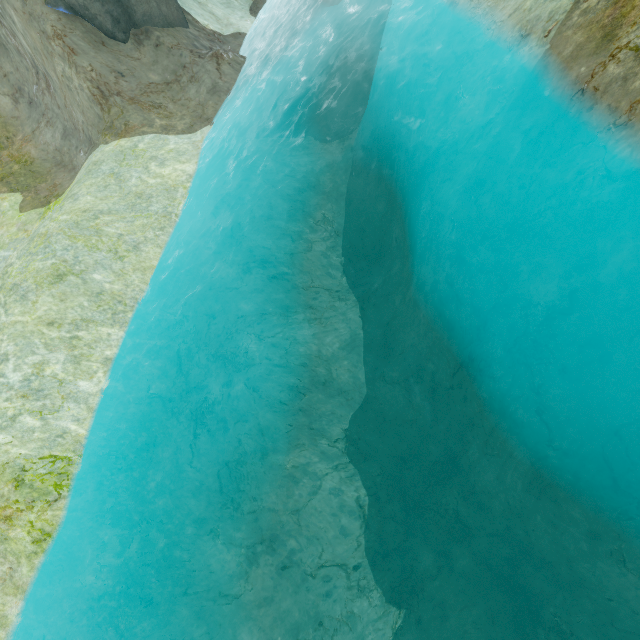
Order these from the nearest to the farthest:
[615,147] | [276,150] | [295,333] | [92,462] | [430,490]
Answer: [615,147] < [92,462] < [430,490] < [295,333] < [276,150]
